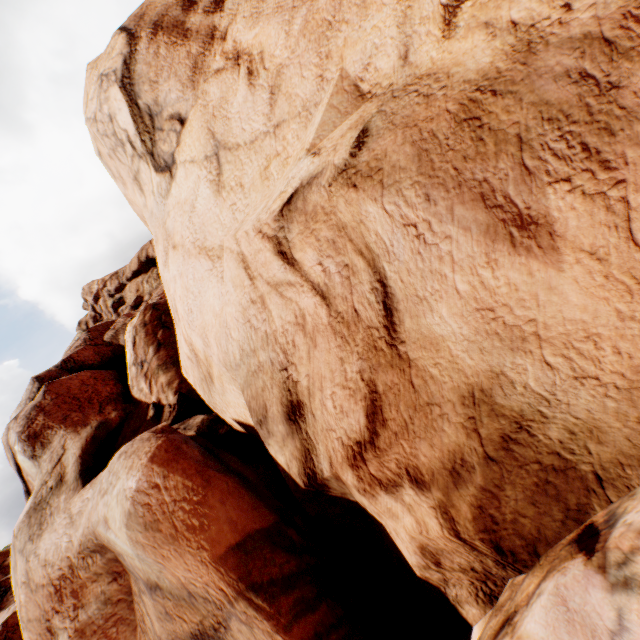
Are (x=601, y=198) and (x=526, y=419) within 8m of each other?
yes
